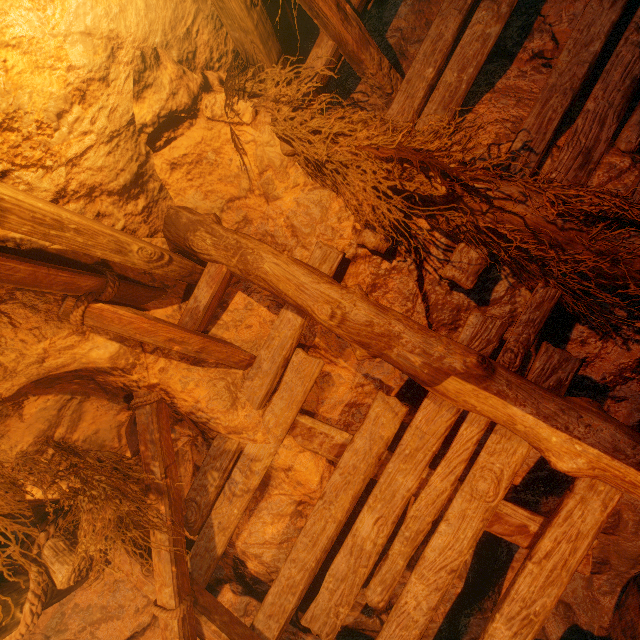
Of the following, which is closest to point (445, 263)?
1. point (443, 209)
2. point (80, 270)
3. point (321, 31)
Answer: point (443, 209)
